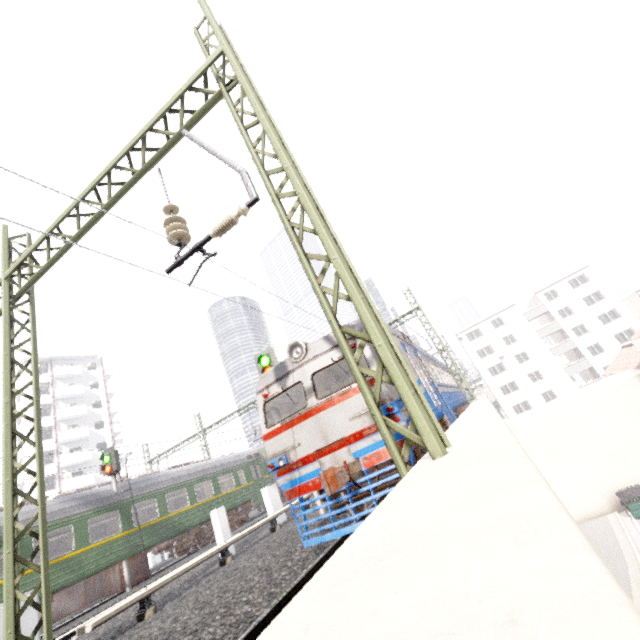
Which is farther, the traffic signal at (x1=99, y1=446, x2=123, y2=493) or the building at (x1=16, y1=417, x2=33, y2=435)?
the building at (x1=16, y1=417, x2=33, y2=435)

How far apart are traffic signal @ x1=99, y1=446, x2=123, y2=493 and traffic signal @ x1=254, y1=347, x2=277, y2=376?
9.0m

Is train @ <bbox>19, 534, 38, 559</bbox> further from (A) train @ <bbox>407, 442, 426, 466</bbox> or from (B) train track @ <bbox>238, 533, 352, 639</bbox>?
(B) train track @ <bbox>238, 533, 352, 639</bbox>

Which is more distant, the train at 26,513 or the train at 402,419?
the train at 26,513

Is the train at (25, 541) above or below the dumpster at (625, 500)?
above

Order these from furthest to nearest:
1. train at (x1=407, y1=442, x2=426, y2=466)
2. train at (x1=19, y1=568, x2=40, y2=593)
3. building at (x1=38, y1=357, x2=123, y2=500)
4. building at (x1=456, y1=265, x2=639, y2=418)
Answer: building at (x1=456, y1=265, x2=639, y2=418)
building at (x1=38, y1=357, x2=123, y2=500)
train at (x1=19, y1=568, x2=40, y2=593)
train at (x1=407, y1=442, x2=426, y2=466)

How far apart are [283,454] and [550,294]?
52.5m

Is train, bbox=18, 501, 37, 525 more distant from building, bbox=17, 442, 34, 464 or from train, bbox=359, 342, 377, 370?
building, bbox=17, 442, 34, 464
